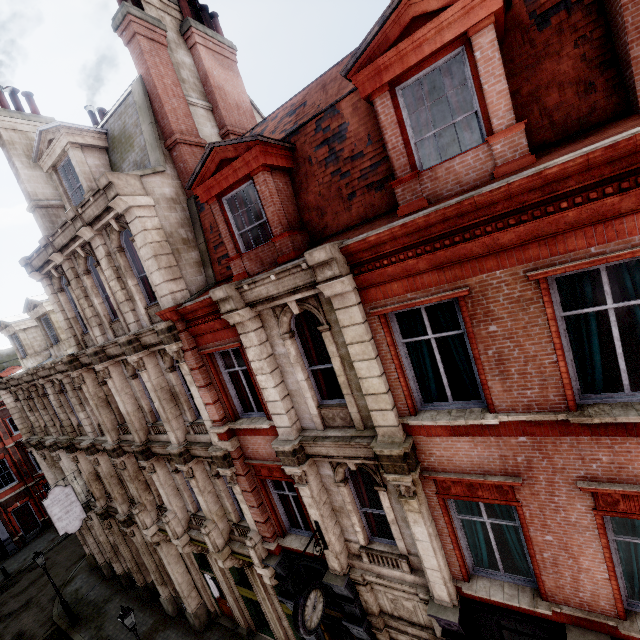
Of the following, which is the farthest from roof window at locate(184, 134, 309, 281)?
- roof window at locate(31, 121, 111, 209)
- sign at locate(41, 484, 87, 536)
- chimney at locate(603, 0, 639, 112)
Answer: sign at locate(41, 484, 87, 536)

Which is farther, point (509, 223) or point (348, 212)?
point (348, 212)

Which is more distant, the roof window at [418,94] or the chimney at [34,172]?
the chimney at [34,172]

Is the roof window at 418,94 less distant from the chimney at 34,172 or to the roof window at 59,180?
the roof window at 59,180

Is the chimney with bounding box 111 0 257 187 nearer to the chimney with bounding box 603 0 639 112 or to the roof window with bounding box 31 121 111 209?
the roof window with bounding box 31 121 111 209

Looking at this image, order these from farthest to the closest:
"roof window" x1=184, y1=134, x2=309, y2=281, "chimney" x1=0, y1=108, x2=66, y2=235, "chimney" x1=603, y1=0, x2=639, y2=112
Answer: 1. "chimney" x1=0, y1=108, x2=66, y2=235
2. "roof window" x1=184, y1=134, x2=309, y2=281
3. "chimney" x1=603, y1=0, x2=639, y2=112

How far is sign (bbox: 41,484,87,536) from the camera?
15.3 meters

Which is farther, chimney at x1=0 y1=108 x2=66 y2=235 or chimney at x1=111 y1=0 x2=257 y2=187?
chimney at x1=0 y1=108 x2=66 y2=235
